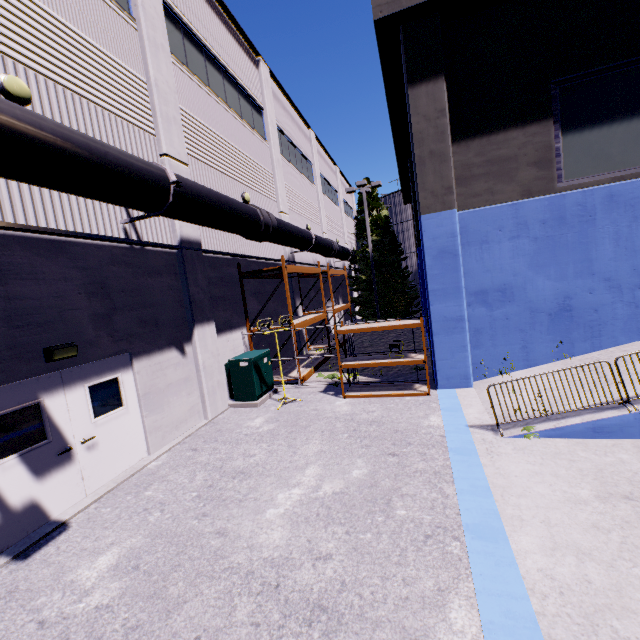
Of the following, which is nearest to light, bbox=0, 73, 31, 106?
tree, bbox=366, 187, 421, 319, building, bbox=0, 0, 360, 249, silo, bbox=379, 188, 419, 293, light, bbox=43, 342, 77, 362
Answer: building, bbox=0, 0, 360, 249

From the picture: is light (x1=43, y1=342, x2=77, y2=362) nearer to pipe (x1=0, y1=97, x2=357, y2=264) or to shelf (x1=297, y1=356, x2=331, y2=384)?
pipe (x1=0, y1=97, x2=357, y2=264)

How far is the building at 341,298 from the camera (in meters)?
25.17

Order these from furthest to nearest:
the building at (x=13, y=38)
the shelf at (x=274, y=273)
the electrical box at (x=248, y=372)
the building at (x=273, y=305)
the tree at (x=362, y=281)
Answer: the tree at (x=362, y=281)
the building at (x=273, y=305)
the electrical box at (x=248, y=372)
the shelf at (x=274, y=273)
the building at (x=13, y=38)

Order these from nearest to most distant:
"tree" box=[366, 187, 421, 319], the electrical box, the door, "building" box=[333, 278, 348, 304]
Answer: the door
the electrical box
"tree" box=[366, 187, 421, 319]
"building" box=[333, 278, 348, 304]

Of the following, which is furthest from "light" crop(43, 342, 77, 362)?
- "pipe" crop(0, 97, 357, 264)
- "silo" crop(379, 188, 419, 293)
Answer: "silo" crop(379, 188, 419, 293)

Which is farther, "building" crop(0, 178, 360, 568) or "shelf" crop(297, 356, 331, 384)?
"shelf" crop(297, 356, 331, 384)

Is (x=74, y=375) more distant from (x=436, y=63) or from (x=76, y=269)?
(x=436, y=63)
